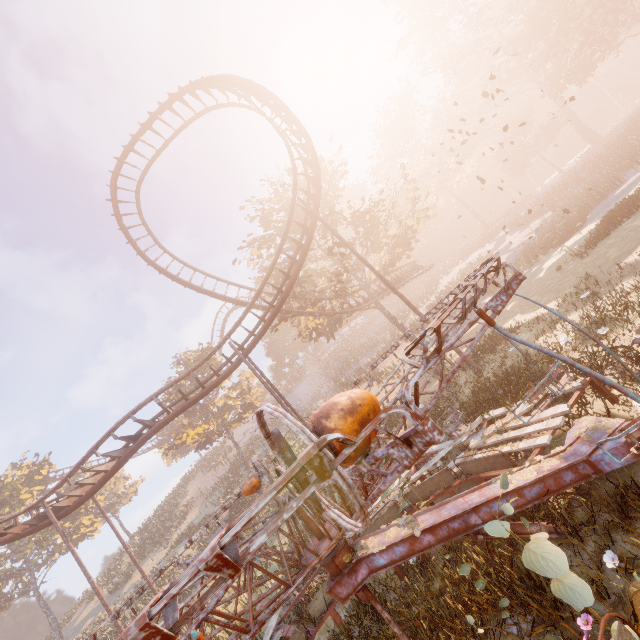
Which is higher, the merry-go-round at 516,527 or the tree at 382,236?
the tree at 382,236

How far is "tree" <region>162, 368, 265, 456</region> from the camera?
31.7m

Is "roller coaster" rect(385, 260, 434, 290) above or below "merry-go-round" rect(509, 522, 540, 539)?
above

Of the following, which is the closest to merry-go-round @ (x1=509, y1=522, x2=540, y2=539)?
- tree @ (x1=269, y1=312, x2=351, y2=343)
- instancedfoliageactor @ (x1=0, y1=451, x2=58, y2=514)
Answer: tree @ (x1=269, y1=312, x2=351, y2=343)

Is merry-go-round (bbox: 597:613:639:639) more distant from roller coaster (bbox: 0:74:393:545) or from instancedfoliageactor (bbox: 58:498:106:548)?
instancedfoliageactor (bbox: 58:498:106:548)

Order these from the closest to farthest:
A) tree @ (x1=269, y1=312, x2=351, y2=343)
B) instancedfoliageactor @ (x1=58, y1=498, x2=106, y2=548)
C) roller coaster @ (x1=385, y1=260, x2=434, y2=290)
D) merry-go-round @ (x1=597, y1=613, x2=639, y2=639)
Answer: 1. merry-go-round @ (x1=597, y1=613, x2=639, y2=639)
2. tree @ (x1=269, y1=312, x2=351, y2=343)
3. roller coaster @ (x1=385, y1=260, x2=434, y2=290)
4. instancedfoliageactor @ (x1=58, y1=498, x2=106, y2=548)

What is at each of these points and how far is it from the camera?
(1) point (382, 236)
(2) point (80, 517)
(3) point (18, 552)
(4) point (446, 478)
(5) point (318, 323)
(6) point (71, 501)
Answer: (1) tree, 26.5m
(2) instancedfoliageactor, 36.8m
(3) instancedfoliageactor, 38.7m
(4) merry-go-round, 7.8m
(5) tree, 28.3m
(6) roller coaster, 14.8m

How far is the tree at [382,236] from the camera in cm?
2327
